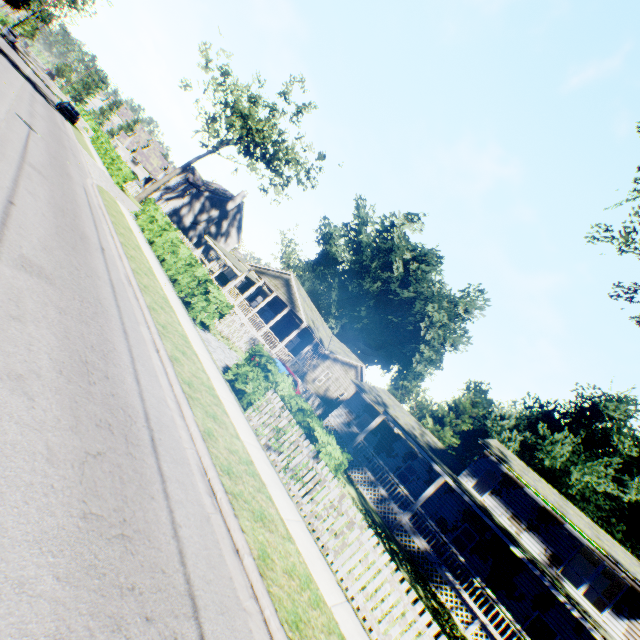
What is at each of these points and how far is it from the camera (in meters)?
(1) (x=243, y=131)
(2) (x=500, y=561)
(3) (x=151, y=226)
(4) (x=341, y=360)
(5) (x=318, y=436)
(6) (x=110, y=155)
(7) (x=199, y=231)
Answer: (1) tree, 32.19
(2) house, 19.20
(3) hedge, 21.09
(4) flat, 30.72
(5) hedge, 8.88
(6) hedge, 34.66
(7) chimney, 48.06

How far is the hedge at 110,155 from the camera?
29.8 meters

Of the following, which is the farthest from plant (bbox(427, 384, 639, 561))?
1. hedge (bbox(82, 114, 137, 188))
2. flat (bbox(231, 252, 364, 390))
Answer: hedge (bbox(82, 114, 137, 188))

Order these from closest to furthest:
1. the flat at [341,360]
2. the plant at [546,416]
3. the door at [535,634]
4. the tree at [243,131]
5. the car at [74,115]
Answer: the door at [535,634]
the flat at [341,360]
the plant at [546,416]
the tree at [243,131]
the car at [74,115]

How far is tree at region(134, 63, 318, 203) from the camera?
32.25m

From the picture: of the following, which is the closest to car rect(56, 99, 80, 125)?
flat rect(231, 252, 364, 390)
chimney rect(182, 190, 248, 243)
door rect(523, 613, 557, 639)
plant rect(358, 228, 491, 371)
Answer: chimney rect(182, 190, 248, 243)

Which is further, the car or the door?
the car

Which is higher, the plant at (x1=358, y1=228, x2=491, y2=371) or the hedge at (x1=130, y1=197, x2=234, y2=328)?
the plant at (x1=358, y1=228, x2=491, y2=371)
